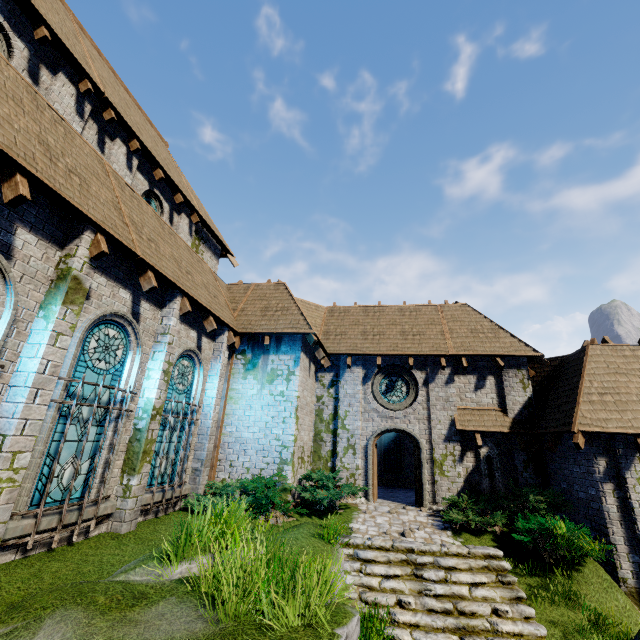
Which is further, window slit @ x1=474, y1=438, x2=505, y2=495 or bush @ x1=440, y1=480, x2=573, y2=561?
window slit @ x1=474, y1=438, x2=505, y2=495

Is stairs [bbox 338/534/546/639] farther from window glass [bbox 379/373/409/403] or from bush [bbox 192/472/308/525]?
window glass [bbox 379/373/409/403]

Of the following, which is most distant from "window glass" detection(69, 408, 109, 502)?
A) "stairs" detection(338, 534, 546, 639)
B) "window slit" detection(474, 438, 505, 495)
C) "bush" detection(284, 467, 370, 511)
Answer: "window slit" detection(474, 438, 505, 495)

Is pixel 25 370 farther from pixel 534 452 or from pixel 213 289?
pixel 534 452

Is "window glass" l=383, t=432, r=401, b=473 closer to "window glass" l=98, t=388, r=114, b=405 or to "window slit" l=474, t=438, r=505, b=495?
"window slit" l=474, t=438, r=505, b=495

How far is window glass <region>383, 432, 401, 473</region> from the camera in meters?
18.2 m

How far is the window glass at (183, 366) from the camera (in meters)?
9.46

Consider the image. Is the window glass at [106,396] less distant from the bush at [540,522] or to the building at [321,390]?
the building at [321,390]
